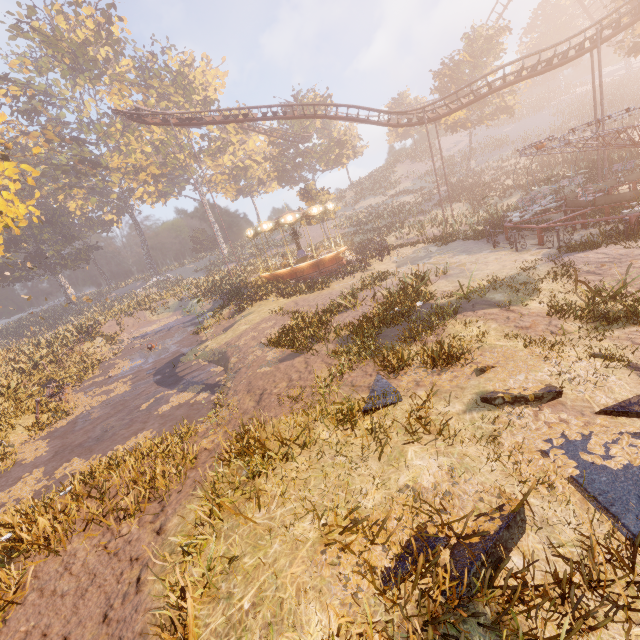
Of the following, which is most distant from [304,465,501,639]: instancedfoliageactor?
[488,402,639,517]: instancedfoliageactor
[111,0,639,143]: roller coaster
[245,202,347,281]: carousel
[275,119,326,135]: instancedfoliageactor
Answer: [275,119,326,135]: instancedfoliageactor

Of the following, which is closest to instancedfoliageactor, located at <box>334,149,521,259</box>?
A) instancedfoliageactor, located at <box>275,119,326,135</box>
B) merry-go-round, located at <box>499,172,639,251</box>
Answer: merry-go-round, located at <box>499,172,639,251</box>

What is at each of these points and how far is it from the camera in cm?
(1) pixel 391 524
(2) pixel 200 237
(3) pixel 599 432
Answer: (1) instancedfoliageactor, 379
(2) instancedfoliageactor, 5834
(3) instancedfoliageactor, 446

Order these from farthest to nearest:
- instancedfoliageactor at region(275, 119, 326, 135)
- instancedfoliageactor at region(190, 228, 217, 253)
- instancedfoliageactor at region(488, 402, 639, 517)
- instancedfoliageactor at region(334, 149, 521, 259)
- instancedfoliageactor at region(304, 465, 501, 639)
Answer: instancedfoliageactor at region(190, 228, 217, 253) < instancedfoliageactor at region(275, 119, 326, 135) < instancedfoliageactor at region(334, 149, 521, 259) < instancedfoliageactor at region(488, 402, 639, 517) < instancedfoliageactor at region(304, 465, 501, 639)

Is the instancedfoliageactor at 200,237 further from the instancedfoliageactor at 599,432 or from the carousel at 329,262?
the instancedfoliageactor at 599,432

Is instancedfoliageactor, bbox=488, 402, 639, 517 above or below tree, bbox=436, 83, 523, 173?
below

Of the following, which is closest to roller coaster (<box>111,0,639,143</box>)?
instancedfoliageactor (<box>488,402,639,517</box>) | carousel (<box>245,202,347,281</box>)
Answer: carousel (<box>245,202,347,281</box>)

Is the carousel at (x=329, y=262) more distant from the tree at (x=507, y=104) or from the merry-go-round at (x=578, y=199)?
the tree at (x=507, y=104)
